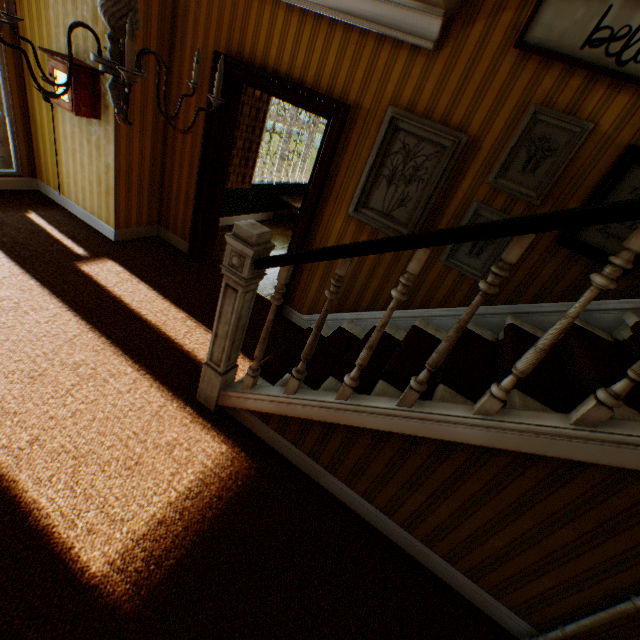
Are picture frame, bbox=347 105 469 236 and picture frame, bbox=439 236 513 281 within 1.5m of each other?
yes

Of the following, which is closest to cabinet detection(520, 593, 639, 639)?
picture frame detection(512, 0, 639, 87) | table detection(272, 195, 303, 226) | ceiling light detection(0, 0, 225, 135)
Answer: picture frame detection(512, 0, 639, 87)

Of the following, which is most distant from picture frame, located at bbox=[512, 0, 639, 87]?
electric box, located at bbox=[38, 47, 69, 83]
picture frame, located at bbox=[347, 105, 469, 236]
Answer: electric box, located at bbox=[38, 47, 69, 83]

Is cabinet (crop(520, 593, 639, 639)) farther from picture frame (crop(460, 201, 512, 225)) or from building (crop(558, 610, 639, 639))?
picture frame (crop(460, 201, 512, 225))

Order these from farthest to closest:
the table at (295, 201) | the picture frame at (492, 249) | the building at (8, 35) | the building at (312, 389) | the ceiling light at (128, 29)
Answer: the table at (295, 201) < the building at (8, 35) < the picture frame at (492, 249) < the building at (312, 389) < the ceiling light at (128, 29)

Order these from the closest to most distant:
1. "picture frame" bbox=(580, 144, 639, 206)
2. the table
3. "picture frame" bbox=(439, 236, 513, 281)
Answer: "picture frame" bbox=(580, 144, 639, 206) → "picture frame" bbox=(439, 236, 513, 281) → the table

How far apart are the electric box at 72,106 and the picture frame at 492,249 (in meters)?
4.03

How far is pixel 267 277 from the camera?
4.95m
